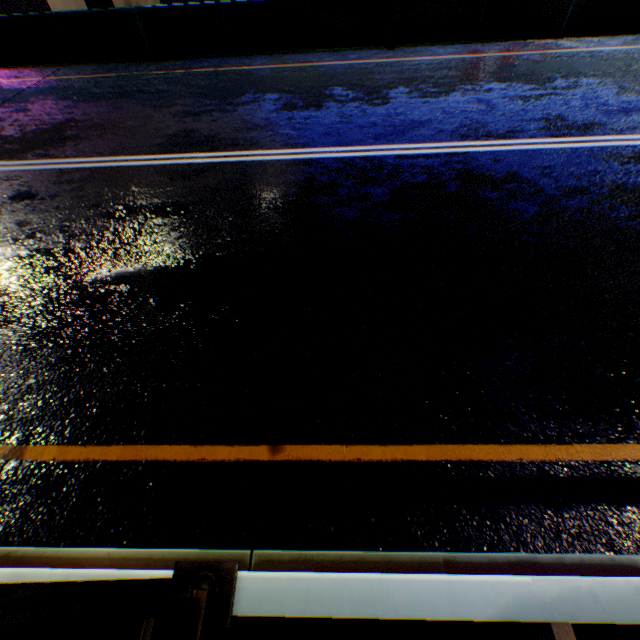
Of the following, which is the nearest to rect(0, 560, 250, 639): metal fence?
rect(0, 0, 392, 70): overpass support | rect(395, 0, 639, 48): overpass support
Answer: rect(0, 0, 392, 70): overpass support

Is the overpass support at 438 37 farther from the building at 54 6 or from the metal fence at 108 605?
the building at 54 6

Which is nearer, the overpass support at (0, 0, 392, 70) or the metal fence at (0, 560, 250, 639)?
the metal fence at (0, 560, 250, 639)

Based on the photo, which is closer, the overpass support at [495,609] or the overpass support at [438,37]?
the overpass support at [495,609]

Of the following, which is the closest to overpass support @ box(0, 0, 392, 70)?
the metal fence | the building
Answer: the metal fence

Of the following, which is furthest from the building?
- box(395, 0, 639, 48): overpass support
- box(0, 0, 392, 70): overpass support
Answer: box(395, 0, 639, 48): overpass support

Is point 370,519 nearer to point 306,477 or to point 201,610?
point 306,477
